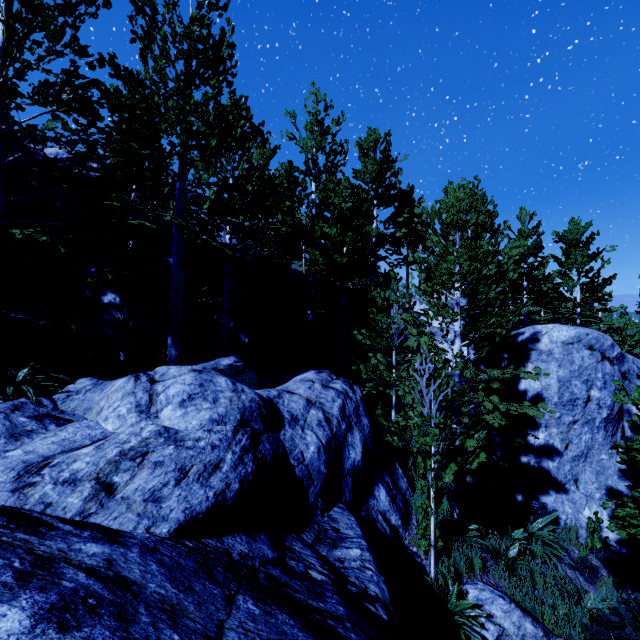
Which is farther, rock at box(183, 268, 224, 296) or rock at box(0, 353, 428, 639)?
rock at box(183, 268, 224, 296)

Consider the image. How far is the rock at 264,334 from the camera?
12.6 meters

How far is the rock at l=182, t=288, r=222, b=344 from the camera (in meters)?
11.54

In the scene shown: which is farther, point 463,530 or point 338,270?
point 338,270

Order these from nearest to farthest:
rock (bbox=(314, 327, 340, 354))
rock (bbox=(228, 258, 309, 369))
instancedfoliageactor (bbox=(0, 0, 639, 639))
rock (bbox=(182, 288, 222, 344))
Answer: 1. instancedfoliageactor (bbox=(0, 0, 639, 639))
2. rock (bbox=(182, 288, 222, 344))
3. rock (bbox=(228, 258, 309, 369))
4. rock (bbox=(314, 327, 340, 354))

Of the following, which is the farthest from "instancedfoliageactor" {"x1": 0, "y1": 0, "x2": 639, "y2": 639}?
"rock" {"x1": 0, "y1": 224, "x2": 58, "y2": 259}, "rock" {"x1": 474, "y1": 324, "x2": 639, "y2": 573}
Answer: "rock" {"x1": 0, "y1": 224, "x2": 58, "y2": 259}

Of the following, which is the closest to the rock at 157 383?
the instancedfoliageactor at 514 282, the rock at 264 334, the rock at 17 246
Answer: the instancedfoliageactor at 514 282
